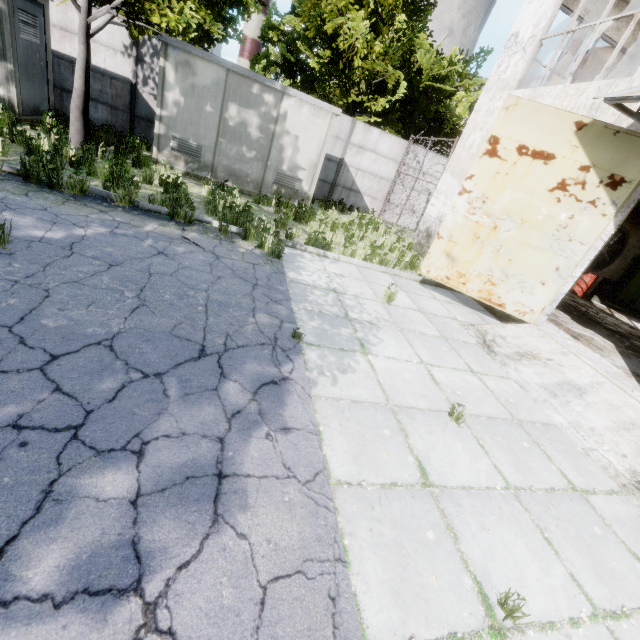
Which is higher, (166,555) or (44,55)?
(44,55)

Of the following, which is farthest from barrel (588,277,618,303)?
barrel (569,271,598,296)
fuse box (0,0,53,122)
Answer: fuse box (0,0,53,122)

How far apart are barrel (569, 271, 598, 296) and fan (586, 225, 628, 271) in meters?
0.7 m

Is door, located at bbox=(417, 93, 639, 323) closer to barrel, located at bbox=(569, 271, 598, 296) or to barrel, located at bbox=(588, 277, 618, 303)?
barrel, located at bbox=(569, 271, 598, 296)

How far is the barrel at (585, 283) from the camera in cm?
1354

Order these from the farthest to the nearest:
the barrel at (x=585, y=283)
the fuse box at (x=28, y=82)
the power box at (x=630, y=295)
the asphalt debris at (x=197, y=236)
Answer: the power box at (x=630, y=295) → the barrel at (x=585, y=283) → the fuse box at (x=28, y=82) → the asphalt debris at (x=197, y=236)

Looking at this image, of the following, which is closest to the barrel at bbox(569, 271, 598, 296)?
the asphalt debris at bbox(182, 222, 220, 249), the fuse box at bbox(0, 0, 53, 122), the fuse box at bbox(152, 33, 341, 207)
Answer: the fuse box at bbox(152, 33, 341, 207)

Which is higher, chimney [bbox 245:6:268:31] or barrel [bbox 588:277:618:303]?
chimney [bbox 245:6:268:31]
